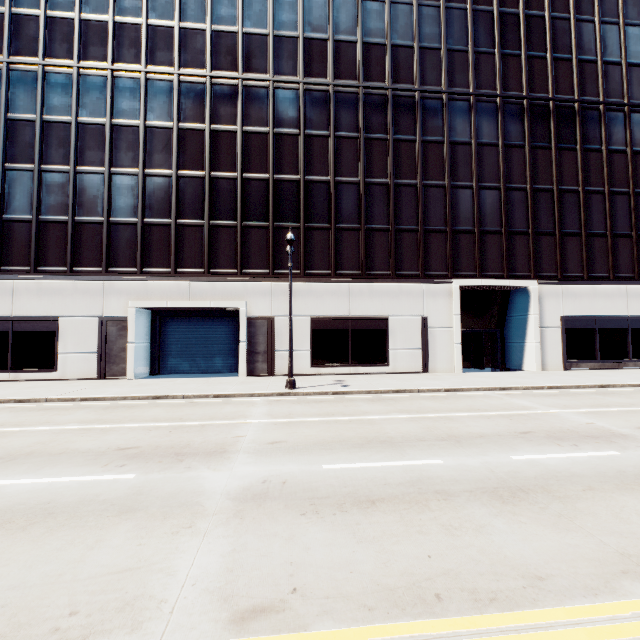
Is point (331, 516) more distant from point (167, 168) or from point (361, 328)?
point (167, 168)
